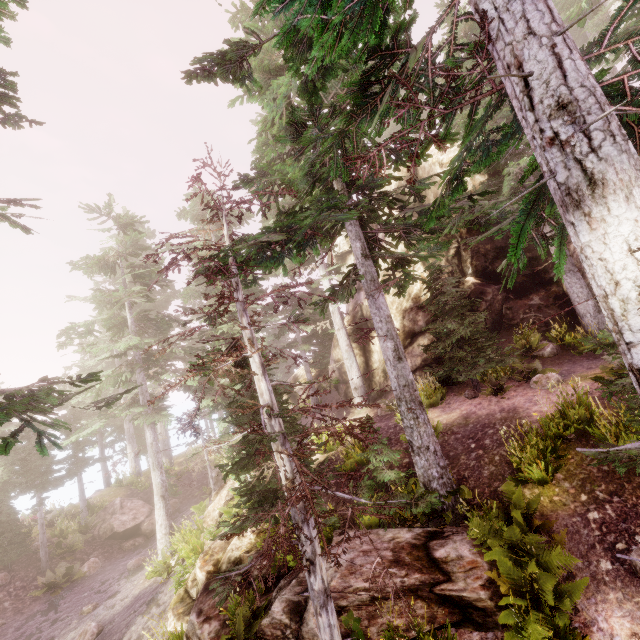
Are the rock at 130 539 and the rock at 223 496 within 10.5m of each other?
yes

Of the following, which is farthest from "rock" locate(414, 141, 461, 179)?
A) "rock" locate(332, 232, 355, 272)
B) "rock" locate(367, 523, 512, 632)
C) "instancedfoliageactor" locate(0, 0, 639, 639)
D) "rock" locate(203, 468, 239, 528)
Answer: "rock" locate(203, 468, 239, 528)

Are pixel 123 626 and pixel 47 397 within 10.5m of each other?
no

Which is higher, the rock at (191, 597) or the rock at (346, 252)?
the rock at (346, 252)

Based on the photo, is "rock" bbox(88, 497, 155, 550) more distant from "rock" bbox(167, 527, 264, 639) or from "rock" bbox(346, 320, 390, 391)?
"rock" bbox(346, 320, 390, 391)

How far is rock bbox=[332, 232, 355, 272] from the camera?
28.75m

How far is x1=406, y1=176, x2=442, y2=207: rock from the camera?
18.28m

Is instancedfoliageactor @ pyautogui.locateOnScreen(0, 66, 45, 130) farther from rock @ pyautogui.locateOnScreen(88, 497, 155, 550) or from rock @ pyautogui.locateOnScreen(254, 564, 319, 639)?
rock @ pyautogui.locateOnScreen(88, 497, 155, 550)
